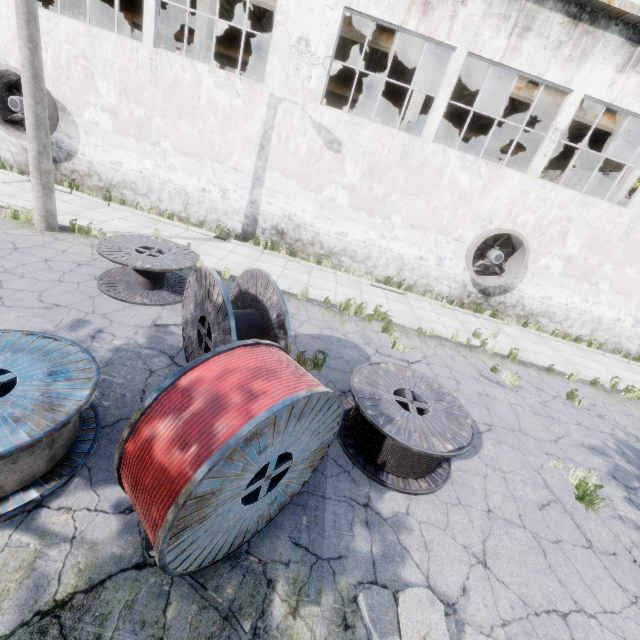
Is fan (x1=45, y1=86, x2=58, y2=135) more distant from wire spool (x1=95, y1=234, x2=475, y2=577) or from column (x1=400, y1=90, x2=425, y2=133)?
column (x1=400, y1=90, x2=425, y2=133)

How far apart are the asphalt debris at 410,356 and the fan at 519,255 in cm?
517

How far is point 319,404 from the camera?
3.0m

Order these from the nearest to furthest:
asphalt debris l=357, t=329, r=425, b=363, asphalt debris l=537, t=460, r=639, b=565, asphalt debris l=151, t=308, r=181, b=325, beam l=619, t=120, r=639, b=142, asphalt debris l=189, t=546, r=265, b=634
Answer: asphalt debris l=189, t=546, r=265, b=634 → asphalt debris l=537, t=460, r=639, b=565 → asphalt debris l=151, t=308, r=181, b=325 → asphalt debris l=357, t=329, r=425, b=363 → beam l=619, t=120, r=639, b=142

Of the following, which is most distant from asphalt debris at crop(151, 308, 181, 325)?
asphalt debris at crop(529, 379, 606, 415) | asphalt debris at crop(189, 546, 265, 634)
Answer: asphalt debris at crop(529, 379, 606, 415)

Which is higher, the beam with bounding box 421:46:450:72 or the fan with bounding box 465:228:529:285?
the beam with bounding box 421:46:450:72

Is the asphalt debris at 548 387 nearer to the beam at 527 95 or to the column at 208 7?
the beam at 527 95

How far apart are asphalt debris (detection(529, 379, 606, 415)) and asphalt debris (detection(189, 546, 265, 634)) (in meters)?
8.88
